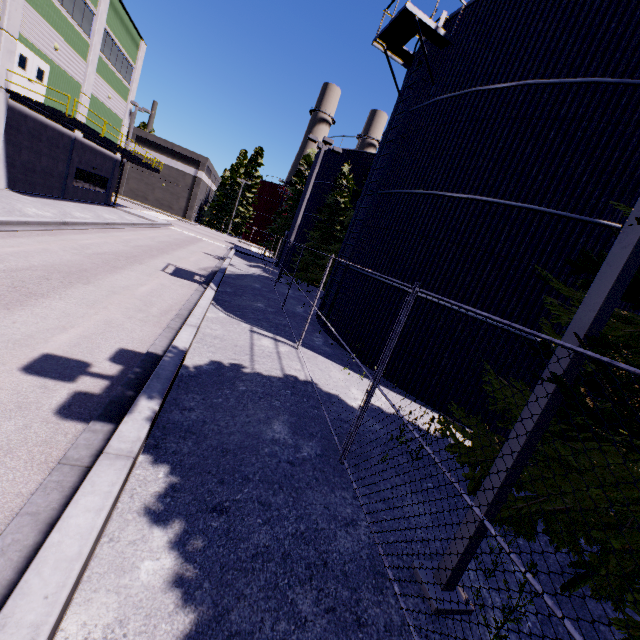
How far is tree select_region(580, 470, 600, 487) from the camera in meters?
3.5

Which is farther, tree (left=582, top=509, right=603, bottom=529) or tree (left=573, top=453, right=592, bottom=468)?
tree (left=573, top=453, right=592, bottom=468)

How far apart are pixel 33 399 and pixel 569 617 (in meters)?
5.97

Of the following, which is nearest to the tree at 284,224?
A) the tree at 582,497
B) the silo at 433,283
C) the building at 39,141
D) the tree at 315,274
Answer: the silo at 433,283

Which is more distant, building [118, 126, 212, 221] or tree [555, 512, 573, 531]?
building [118, 126, 212, 221]

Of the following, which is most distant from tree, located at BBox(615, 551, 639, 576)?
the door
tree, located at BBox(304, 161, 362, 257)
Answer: the door

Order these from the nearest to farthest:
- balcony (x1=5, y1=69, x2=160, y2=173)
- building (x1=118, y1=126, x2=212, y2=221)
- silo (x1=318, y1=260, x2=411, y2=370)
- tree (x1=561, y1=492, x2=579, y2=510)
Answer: tree (x1=561, y1=492, x2=579, y2=510) < silo (x1=318, y1=260, x2=411, y2=370) < balcony (x1=5, y1=69, x2=160, y2=173) < building (x1=118, y1=126, x2=212, y2=221)

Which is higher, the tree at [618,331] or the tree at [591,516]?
the tree at [618,331]
